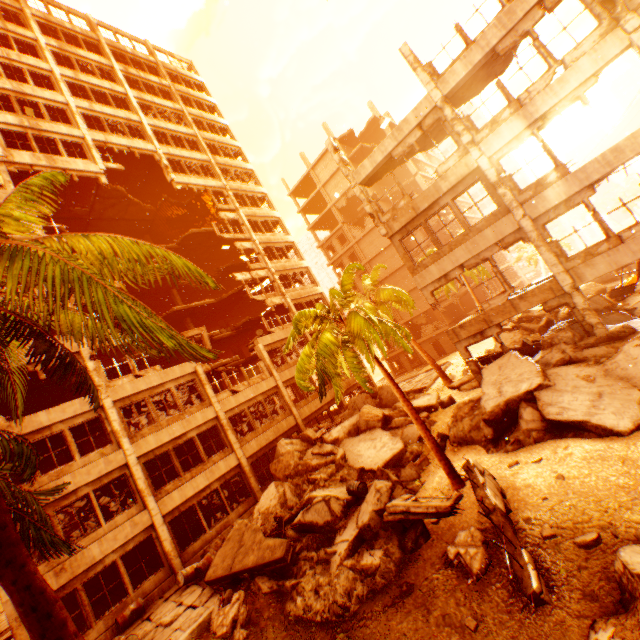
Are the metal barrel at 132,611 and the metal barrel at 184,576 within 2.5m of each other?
yes

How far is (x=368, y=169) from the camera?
15.8m

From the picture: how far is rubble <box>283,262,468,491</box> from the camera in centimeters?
1065cm

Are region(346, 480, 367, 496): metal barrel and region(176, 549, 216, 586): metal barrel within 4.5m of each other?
no

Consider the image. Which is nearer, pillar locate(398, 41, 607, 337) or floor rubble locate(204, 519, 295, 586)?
floor rubble locate(204, 519, 295, 586)

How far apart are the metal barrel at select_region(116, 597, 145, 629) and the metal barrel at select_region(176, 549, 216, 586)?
1.3 meters

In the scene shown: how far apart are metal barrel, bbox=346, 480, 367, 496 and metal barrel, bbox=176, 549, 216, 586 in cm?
660

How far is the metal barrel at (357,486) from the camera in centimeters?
1234cm
